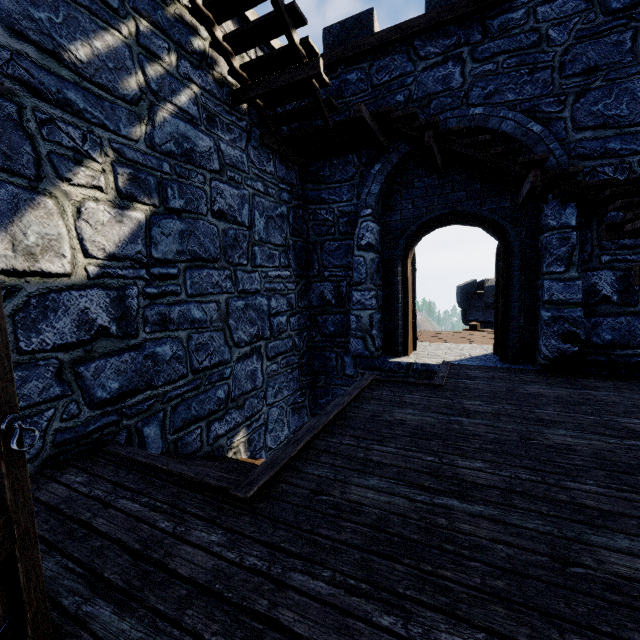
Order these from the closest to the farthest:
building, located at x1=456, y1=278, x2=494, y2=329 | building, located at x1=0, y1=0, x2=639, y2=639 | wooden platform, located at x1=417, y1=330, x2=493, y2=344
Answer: building, located at x1=0, y1=0, x2=639, y2=639
wooden platform, located at x1=417, y1=330, x2=493, y2=344
building, located at x1=456, y1=278, x2=494, y2=329

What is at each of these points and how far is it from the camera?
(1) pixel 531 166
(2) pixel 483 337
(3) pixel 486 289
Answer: (1) building, 4.2 meters
(2) wooden platform, 8.5 meters
(3) building, 23.2 meters

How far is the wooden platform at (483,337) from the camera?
7.9m

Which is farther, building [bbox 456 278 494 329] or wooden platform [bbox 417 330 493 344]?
building [bbox 456 278 494 329]

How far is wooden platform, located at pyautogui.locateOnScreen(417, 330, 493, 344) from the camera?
7.9 meters

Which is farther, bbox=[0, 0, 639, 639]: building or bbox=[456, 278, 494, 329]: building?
bbox=[456, 278, 494, 329]: building

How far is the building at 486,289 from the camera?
23.23m

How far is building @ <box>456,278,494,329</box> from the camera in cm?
2323
